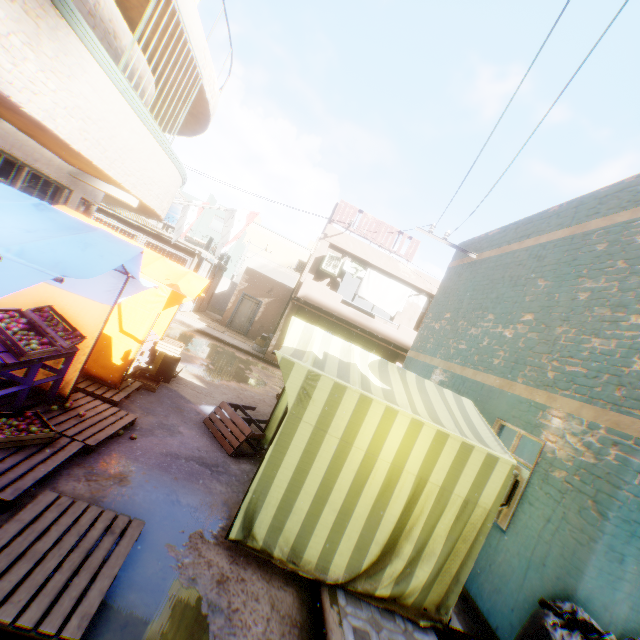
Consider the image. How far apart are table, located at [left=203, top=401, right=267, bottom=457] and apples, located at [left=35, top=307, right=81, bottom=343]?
2.8 meters

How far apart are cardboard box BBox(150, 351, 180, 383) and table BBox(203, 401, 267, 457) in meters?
1.7

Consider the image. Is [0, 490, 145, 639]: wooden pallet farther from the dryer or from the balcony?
the dryer

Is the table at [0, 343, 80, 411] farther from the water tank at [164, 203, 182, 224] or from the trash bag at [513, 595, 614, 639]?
the water tank at [164, 203, 182, 224]

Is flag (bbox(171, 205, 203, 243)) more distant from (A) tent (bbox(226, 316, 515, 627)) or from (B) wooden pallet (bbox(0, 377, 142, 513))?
(B) wooden pallet (bbox(0, 377, 142, 513))

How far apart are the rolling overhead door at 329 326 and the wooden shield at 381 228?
0.33m

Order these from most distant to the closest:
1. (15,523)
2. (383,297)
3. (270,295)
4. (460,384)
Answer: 1. (270,295)
2. (383,297)
3. (460,384)
4. (15,523)

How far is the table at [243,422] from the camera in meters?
5.8
